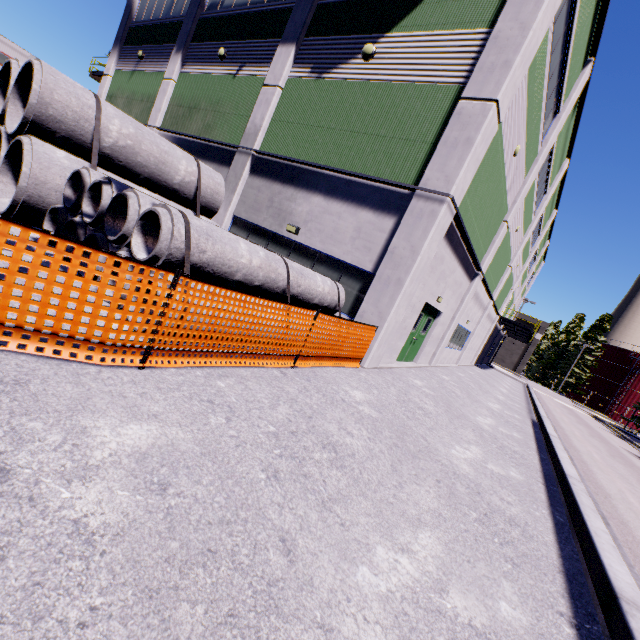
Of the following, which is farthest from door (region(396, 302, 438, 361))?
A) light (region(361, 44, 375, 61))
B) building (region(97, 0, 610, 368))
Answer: light (region(361, 44, 375, 61))

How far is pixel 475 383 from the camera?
17.8m

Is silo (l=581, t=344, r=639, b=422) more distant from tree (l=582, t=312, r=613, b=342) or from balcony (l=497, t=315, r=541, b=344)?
balcony (l=497, t=315, r=541, b=344)

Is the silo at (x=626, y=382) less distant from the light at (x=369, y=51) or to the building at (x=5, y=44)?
the building at (x=5, y=44)

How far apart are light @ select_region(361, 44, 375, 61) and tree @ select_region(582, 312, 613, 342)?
69.04m

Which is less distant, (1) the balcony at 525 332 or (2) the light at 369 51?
(2) the light at 369 51

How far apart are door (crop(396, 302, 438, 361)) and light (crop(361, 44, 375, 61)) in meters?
7.9 m

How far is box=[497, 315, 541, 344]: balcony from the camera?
28.0m
